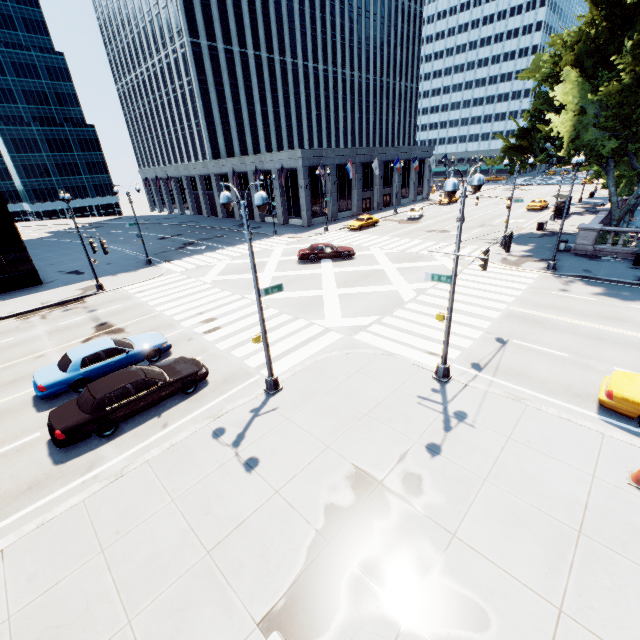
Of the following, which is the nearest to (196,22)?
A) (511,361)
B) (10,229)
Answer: (10,229)

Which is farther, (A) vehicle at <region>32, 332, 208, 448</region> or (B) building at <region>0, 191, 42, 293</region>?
(B) building at <region>0, 191, 42, 293</region>

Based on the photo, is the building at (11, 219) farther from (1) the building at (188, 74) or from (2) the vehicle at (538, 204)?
(2) the vehicle at (538, 204)

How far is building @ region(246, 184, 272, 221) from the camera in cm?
5116

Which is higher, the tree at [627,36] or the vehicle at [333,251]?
the tree at [627,36]

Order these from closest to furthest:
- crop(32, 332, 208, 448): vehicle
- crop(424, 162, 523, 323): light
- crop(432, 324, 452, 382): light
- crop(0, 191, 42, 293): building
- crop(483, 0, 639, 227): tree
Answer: crop(424, 162, 523, 323): light
crop(32, 332, 208, 448): vehicle
crop(432, 324, 452, 382): light
crop(483, 0, 639, 227): tree
crop(0, 191, 42, 293): building

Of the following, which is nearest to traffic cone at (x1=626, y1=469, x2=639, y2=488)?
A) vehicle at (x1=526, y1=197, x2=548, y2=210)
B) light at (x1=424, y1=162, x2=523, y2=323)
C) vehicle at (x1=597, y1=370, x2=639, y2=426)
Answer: vehicle at (x1=597, y1=370, x2=639, y2=426)

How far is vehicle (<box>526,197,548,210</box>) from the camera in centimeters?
4481cm
